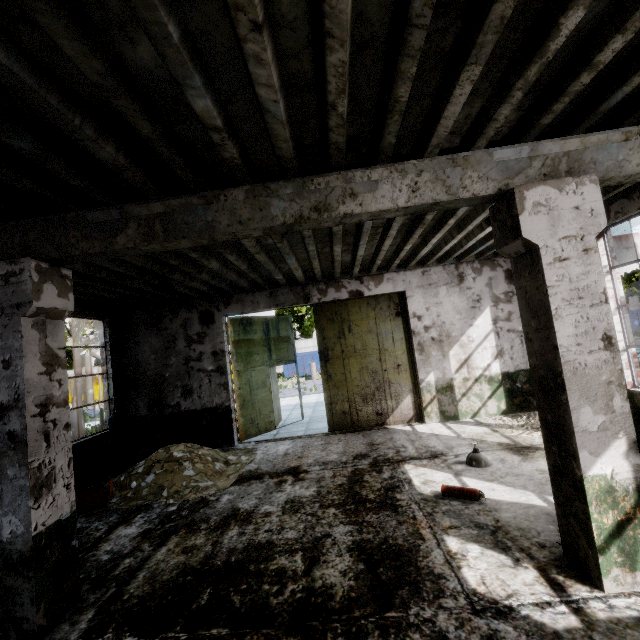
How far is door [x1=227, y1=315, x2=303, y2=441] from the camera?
10.0 meters

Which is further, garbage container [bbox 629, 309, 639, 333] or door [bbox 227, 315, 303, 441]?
garbage container [bbox 629, 309, 639, 333]

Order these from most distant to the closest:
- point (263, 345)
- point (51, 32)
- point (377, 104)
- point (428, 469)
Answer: point (263, 345) → point (428, 469) → point (377, 104) → point (51, 32)

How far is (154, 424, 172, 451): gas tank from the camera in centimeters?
895cm

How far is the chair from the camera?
6.1 meters

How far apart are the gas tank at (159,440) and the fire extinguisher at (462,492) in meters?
7.4 m

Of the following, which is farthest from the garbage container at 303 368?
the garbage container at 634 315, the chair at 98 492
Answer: the chair at 98 492

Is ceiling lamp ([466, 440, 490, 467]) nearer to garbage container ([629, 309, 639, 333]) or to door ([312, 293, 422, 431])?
door ([312, 293, 422, 431])
